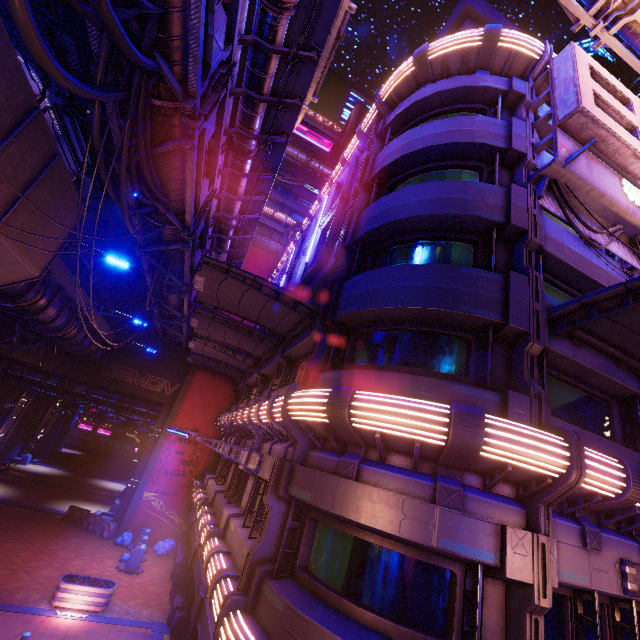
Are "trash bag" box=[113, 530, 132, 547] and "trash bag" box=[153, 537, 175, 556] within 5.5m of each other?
yes

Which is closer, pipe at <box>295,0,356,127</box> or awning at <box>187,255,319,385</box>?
awning at <box>187,255,319,385</box>

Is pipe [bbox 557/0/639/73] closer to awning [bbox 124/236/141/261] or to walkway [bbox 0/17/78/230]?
walkway [bbox 0/17/78/230]

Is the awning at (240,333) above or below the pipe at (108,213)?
below

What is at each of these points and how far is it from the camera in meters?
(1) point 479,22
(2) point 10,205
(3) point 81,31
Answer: (1) pillar, 15.9
(2) walkway, 7.9
(3) awning, 11.1

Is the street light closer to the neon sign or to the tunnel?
the neon sign

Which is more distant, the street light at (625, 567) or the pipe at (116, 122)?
the pipe at (116, 122)

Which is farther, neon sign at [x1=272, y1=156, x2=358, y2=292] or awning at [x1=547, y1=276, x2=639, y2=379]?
neon sign at [x1=272, y1=156, x2=358, y2=292]
